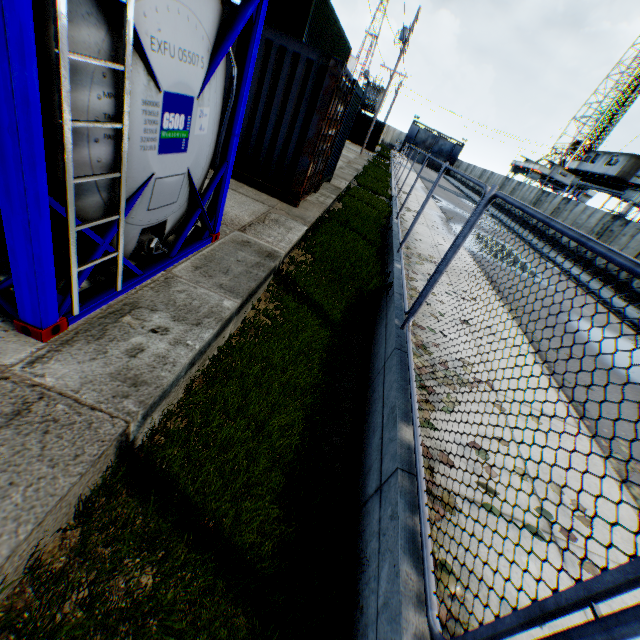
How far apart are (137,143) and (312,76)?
5.5m

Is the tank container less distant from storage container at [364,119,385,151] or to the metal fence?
the metal fence

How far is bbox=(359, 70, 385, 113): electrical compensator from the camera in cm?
4048

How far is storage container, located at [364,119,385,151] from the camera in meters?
34.6 m

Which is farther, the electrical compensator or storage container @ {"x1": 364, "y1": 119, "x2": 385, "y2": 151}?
the electrical compensator

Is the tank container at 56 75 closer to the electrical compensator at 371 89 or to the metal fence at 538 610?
the metal fence at 538 610

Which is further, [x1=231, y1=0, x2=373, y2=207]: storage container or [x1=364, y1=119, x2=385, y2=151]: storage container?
[x1=364, y1=119, x2=385, y2=151]: storage container

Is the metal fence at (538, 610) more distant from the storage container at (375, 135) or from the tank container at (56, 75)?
the storage container at (375, 135)
